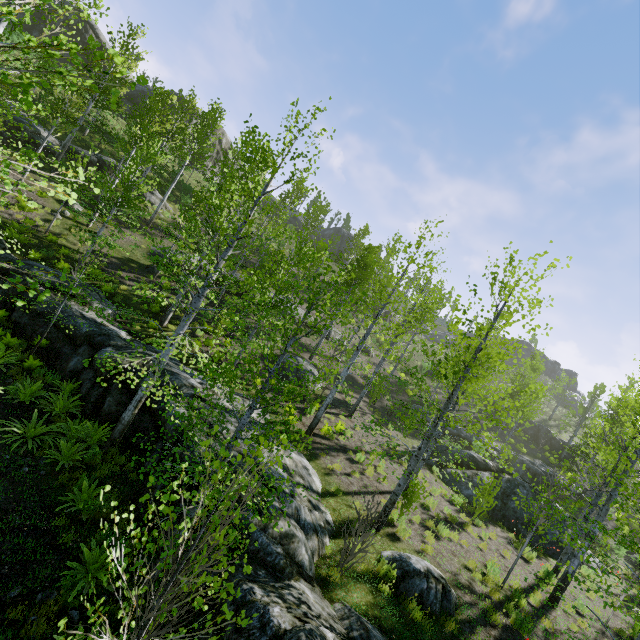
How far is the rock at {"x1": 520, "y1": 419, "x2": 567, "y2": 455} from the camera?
36.2 meters

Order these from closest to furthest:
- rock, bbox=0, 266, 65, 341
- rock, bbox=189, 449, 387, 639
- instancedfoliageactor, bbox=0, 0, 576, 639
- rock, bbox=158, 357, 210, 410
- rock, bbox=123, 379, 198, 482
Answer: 1. instancedfoliageactor, bbox=0, 0, 576, 639
2. rock, bbox=189, 449, 387, 639
3. rock, bbox=123, 379, 198, 482
4. rock, bbox=158, 357, 210, 410
5. rock, bbox=0, 266, 65, 341

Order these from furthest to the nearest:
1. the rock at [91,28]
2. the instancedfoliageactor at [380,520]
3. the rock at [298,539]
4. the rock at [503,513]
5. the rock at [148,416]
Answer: the rock at [91,28] < the rock at [503,513] < the rock at [148,416] < the rock at [298,539] < the instancedfoliageactor at [380,520]

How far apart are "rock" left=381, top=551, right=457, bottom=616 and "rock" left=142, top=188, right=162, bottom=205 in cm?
2819

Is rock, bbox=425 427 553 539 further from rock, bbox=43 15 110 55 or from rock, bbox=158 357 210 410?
rock, bbox=43 15 110 55

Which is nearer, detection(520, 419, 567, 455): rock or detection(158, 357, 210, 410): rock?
detection(158, 357, 210, 410): rock

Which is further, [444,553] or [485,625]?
[444,553]

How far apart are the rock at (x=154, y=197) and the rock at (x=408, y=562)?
28.19m
